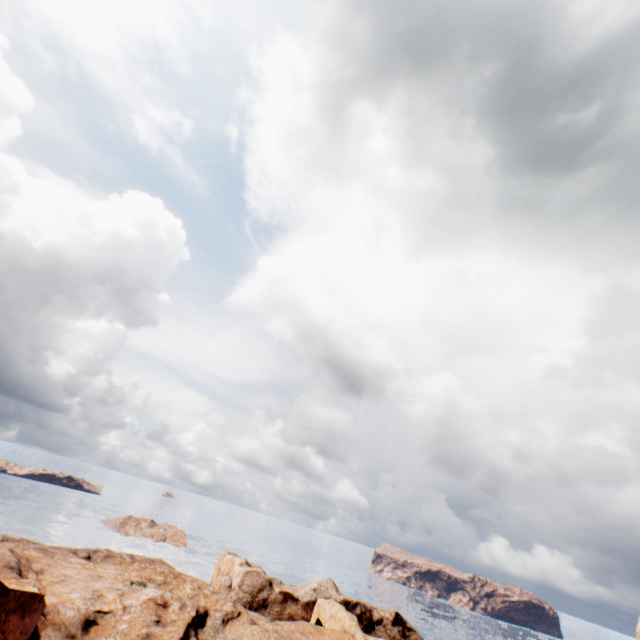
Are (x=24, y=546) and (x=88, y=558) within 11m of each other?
no
